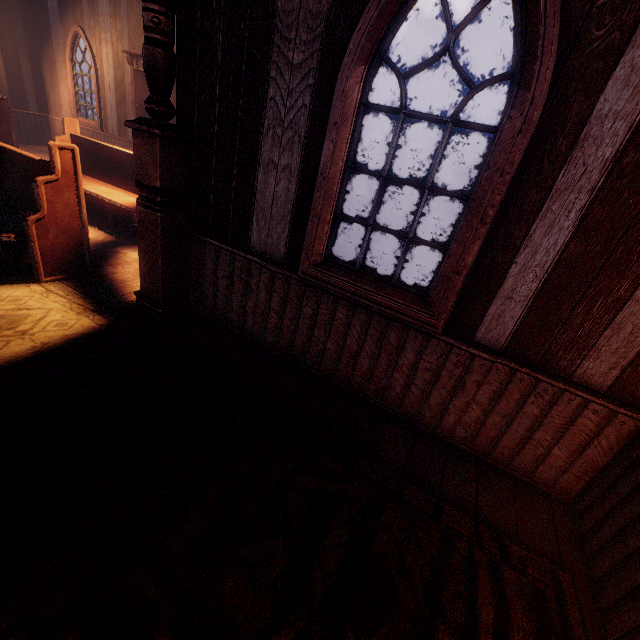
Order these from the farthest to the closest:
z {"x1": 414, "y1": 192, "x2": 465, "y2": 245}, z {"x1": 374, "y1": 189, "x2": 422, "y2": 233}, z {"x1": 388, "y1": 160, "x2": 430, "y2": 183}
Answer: z {"x1": 388, "y1": 160, "x2": 430, "y2": 183} < z {"x1": 414, "y1": 192, "x2": 465, "y2": 245} < z {"x1": 374, "y1": 189, "x2": 422, "y2": 233}

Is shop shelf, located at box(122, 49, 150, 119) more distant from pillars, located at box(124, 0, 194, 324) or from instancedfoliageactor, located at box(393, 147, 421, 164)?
instancedfoliageactor, located at box(393, 147, 421, 164)

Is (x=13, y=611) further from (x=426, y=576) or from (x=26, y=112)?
(x=26, y=112)

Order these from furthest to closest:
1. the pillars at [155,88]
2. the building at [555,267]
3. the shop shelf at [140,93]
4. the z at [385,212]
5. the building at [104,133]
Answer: the z at [385,212]
the building at [104,133]
the shop shelf at [140,93]
the pillars at [155,88]
the building at [555,267]

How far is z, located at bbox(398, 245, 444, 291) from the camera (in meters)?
8.90

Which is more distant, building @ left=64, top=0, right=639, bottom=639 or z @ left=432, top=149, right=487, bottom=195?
z @ left=432, top=149, right=487, bottom=195

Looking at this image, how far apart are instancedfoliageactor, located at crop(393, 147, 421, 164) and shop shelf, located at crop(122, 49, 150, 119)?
60.21m

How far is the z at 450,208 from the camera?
16.29m
